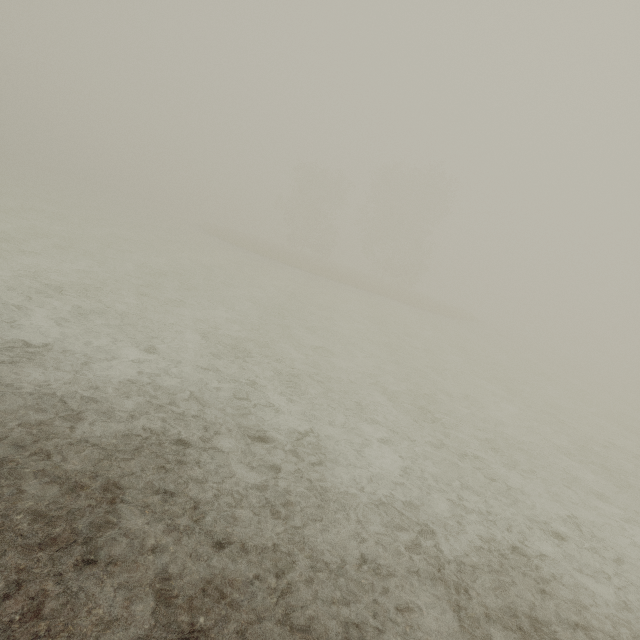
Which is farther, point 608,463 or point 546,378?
point 546,378
